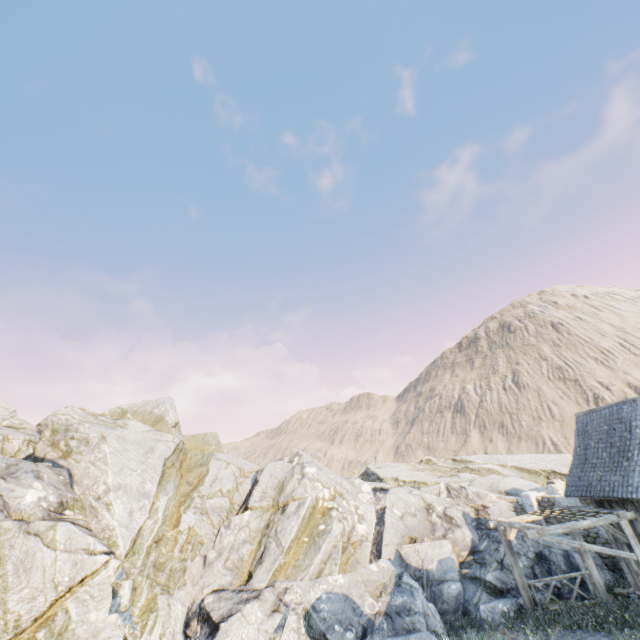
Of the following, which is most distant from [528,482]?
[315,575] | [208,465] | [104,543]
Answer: [104,543]

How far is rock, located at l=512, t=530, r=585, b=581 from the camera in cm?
1326

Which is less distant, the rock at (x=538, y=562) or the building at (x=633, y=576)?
the building at (x=633, y=576)

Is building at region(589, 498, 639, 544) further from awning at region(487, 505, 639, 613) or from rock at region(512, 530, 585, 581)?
rock at region(512, 530, 585, 581)

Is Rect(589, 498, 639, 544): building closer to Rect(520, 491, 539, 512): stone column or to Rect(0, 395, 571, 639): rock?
Rect(0, 395, 571, 639): rock

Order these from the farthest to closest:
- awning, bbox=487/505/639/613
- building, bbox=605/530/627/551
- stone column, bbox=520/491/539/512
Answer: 1. stone column, bbox=520/491/539/512
2. building, bbox=605/530/627/551
3. awning, bbox=487/505/639/613

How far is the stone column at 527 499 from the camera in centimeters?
1739cm

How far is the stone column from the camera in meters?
17.4
